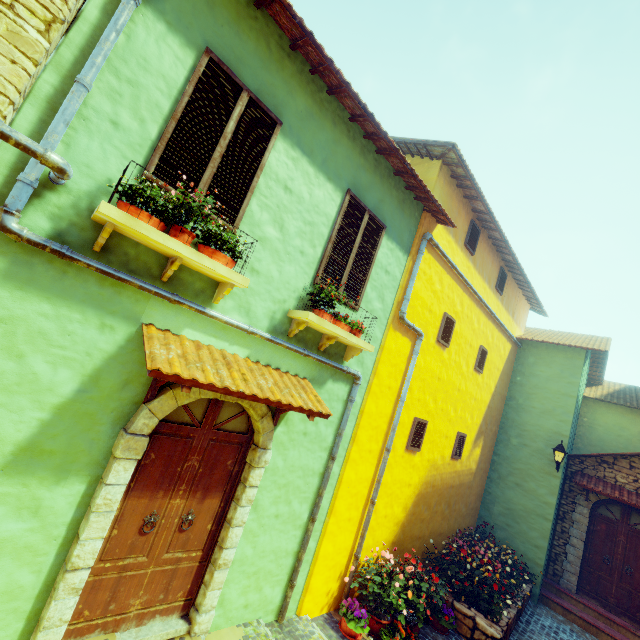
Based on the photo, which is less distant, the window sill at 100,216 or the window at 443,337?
the window sill at 100,216

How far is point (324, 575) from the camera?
5.5m

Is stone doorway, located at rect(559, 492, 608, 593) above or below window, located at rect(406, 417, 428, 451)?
below

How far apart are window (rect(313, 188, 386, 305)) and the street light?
8.2m

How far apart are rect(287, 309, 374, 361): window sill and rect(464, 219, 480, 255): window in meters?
4.3

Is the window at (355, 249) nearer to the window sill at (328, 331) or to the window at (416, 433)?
the window sill at (328, 331)

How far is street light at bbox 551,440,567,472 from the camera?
9.2 meters

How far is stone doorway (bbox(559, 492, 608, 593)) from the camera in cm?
947
